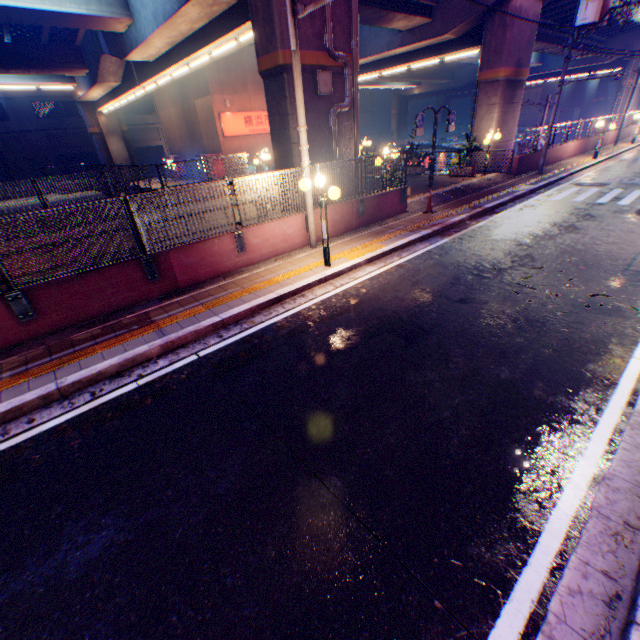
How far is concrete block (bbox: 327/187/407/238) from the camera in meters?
10.3

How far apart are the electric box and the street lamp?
4.1m

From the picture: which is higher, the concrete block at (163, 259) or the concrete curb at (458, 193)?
the concrete block at (163, 259)

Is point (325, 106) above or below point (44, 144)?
below

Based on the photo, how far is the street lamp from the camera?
7.38m

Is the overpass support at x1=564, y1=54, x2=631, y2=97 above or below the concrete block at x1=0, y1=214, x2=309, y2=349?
above

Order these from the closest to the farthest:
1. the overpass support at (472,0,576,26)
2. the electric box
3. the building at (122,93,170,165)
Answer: the electric box
the overpass support at (472,0,576,26)
the building at (122,93,170,165)

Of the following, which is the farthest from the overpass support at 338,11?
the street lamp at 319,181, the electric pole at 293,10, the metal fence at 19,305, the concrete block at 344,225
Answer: the street lamp at 319,181
